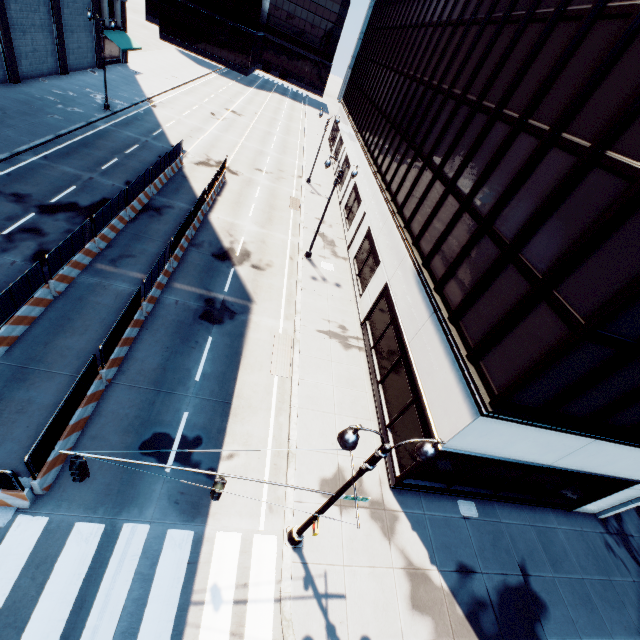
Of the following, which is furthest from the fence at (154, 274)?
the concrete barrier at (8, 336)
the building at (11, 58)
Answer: the building at (11, 58)

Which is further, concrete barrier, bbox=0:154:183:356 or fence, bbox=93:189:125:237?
fence, bbox=93:189:125:237

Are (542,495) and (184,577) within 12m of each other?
no

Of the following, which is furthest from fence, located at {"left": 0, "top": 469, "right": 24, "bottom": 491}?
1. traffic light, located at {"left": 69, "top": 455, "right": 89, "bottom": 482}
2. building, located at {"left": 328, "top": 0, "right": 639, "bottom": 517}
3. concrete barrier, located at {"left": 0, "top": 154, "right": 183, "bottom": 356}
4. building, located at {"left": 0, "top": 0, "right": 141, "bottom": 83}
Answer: building, located at {"left": 0, "top": 0, "right": 141, "bottom": 83}

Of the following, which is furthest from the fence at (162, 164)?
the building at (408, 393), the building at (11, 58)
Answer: the building at (11, 58)

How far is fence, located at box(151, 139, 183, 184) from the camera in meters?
23.5

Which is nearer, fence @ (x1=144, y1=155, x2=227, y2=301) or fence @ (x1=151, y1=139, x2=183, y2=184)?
fence @ (x1=144, y1=155, x2=227, y2=301)
